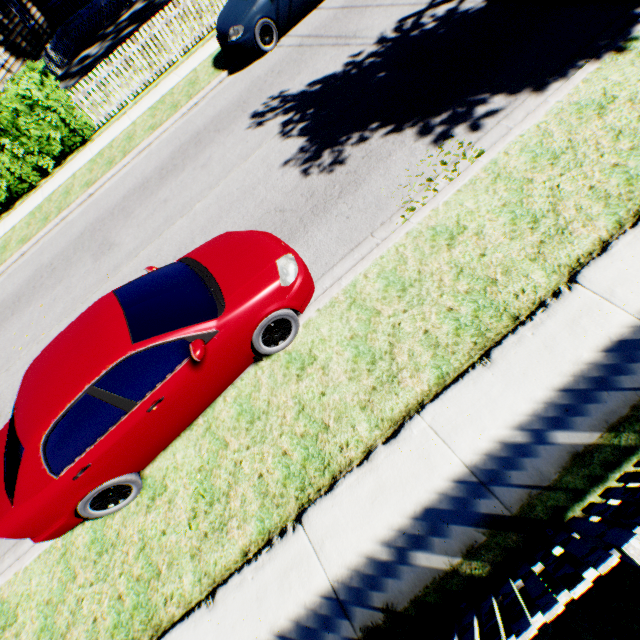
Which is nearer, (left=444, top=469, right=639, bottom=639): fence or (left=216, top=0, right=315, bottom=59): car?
(left=444, top=469, right=639, bottom=639): fence

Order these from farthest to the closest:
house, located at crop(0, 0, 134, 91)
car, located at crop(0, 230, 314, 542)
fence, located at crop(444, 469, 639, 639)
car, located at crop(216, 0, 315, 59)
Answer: house, located at crop(0, 0, 134, 91) → car, located at crop(216, 0, 315, 59) → car, located at crop(0, 230, 314, 542) → fence, located at crop(444, 469, 639, 639)

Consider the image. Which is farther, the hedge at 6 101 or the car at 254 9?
the hedge at 6 101

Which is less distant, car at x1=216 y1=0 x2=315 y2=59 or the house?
car at x1=216 y1=0 x2=315 y2=59

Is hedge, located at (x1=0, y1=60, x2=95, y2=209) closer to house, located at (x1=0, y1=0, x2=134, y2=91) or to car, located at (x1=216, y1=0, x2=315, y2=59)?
house, located at (x1=0, y1=0, x2=134, y2=91)

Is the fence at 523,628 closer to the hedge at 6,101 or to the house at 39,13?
the hedge at 6,101

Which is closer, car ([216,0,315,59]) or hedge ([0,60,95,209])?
car ([216,0,315,59])

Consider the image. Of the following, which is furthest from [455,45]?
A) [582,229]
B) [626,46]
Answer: [582,229]
